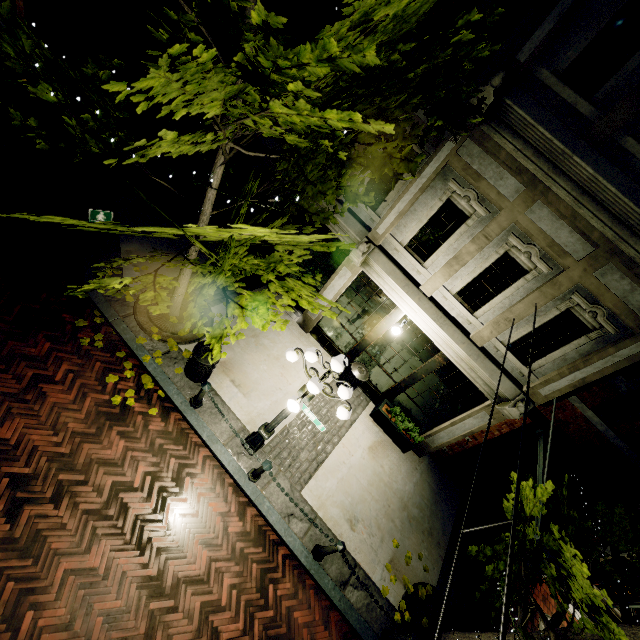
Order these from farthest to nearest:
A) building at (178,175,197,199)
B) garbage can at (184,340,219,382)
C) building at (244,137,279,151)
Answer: building at (178,175,197,199) < building at (244,137,279,151) < garbage can at (184,340,219,382)

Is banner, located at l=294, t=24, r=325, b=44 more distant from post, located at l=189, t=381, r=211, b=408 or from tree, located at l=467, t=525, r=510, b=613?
post, located at l=189, t=381, r=211, b=408

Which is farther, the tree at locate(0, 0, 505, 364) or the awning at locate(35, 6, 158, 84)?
the awning at locate(35, 6, 158, 84)

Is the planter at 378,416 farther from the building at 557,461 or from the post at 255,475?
the post at 255,475

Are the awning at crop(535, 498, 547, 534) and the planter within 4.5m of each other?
yes

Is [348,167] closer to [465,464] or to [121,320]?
[121,320]

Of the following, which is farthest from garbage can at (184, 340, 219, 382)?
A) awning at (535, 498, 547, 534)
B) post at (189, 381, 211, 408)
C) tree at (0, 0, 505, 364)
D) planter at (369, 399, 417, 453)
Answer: awning at (535, 498, 547, 534)

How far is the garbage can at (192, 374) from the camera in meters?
6.8
